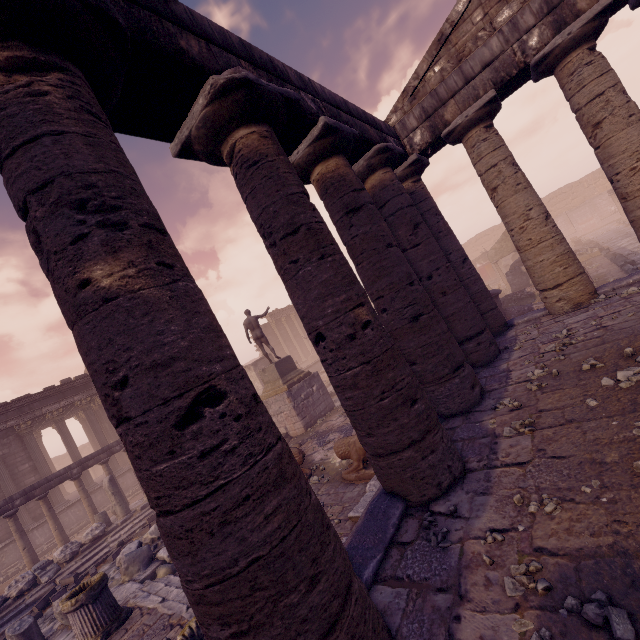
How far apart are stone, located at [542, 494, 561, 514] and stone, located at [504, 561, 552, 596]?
0.57m

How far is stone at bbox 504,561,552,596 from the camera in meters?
2.3

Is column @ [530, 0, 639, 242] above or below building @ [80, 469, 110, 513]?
above

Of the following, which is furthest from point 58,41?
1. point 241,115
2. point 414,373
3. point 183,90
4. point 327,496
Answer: point 327,496

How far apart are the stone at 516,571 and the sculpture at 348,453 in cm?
371

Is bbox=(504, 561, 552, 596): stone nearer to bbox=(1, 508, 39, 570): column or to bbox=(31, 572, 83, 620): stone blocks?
bbox=(31, 572, 83, 620): stone blocks

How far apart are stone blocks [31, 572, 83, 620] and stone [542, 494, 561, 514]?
13.0 meters

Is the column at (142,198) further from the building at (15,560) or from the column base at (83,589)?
the building at (15,560)
